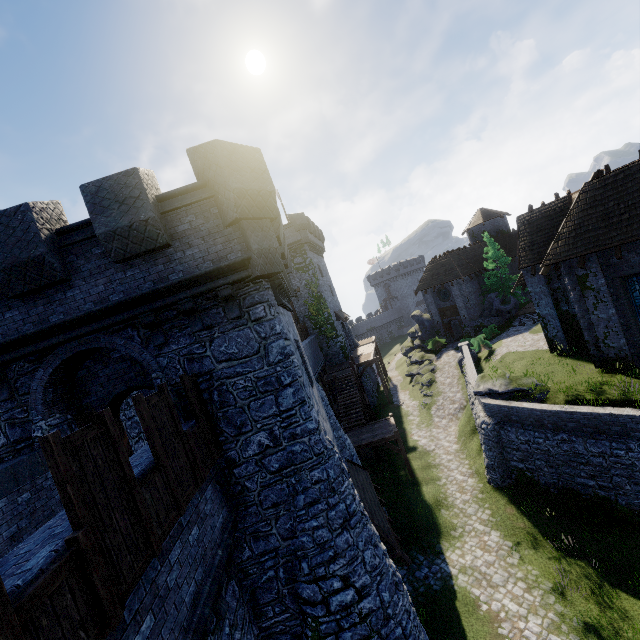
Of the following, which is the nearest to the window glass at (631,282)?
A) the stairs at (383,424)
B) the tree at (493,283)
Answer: the stairs at (383,424)

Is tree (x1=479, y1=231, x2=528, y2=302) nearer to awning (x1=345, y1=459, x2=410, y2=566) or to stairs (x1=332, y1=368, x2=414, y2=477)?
stairs (x1=332, y1=368, x2=414, y2=477)

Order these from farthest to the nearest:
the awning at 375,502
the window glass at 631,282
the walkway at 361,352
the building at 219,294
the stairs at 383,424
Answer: the walkway at 361,352, the stairs at 383,424, the window glass at 631,282, the awning at 375,502, the building at 219,294

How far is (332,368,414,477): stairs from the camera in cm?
2069

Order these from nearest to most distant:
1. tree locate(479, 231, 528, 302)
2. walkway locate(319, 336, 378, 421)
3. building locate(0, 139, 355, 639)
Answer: building locate(0, 139, 355, 639)
walkway locate(319, 336, 378, 421)
tree locate(479, 231, 528, 302)

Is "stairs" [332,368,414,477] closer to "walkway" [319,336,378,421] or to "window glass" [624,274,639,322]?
"walkway" [319,336,378,421]

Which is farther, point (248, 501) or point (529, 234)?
point (529, 234)

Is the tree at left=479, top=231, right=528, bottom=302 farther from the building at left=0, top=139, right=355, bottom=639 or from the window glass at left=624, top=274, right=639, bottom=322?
the building at left=0, top=139, right=355, bottom=639
